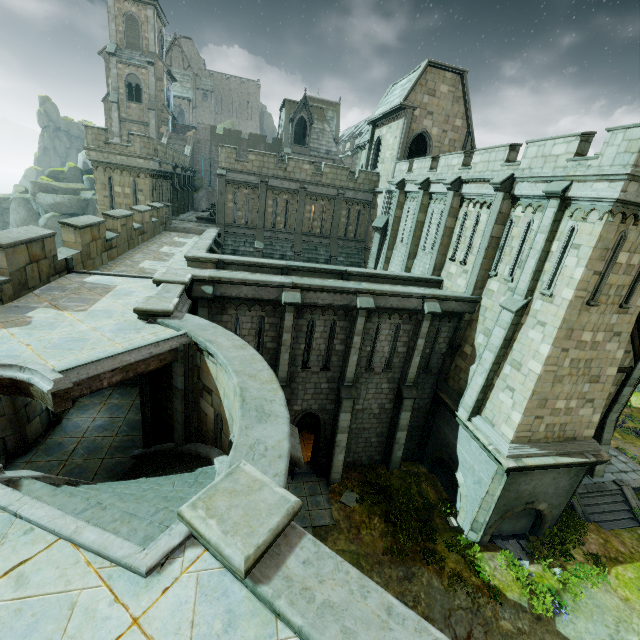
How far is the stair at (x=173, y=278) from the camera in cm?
1074

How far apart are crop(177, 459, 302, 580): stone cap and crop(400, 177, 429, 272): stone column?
19.3 meters

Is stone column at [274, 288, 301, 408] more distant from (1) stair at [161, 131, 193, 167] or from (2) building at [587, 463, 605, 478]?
(1) stair at [161, 131, 193, 167]

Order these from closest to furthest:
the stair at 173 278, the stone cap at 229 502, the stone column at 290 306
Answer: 1. the stone cap at 229 502
2. the stair at 173 278
3. the stone column at 290 306

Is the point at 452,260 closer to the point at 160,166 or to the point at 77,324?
the point at 77,324

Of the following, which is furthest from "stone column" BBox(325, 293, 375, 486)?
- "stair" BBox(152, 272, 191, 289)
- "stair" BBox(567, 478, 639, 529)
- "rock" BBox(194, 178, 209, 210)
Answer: "rock" BBox(194, 178, 209, 210)

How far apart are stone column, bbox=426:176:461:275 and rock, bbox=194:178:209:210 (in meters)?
33.66

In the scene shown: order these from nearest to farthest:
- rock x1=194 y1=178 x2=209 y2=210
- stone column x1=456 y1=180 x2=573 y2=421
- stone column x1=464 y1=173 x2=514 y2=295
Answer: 1. stone column x1=456 y1=180 x2=573 y2=421
2. stone column x1=464 y1=173 x2=514 y2=295
3. rock x1=194 y1=178 x2=209 y2=210
